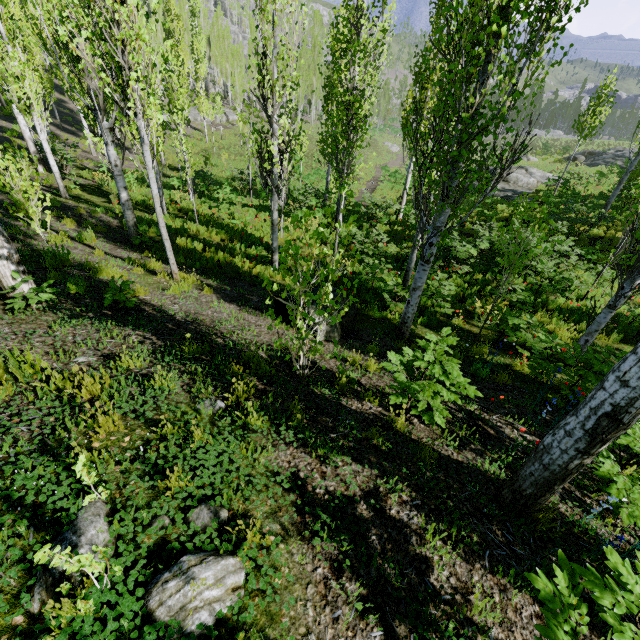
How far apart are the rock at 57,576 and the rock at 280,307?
4.0 meters

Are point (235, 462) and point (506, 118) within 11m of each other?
yes

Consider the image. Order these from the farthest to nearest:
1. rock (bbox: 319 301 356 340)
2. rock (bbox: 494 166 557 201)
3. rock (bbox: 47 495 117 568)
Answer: rock (bbox: 494 166 557 201) < rock (bbox: 319 301 356 340) < rock (bbox: 47 495 117 568)

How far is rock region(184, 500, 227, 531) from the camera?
2.3m

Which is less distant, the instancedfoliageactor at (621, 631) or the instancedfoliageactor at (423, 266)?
the instancedfoliageactor at (621, 631)

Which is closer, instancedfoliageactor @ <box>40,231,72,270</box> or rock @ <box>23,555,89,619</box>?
rock @ <box>23,555,89,619</box>

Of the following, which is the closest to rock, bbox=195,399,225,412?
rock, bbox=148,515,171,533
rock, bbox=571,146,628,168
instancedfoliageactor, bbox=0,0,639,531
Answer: instancedfoliageactor, bbox=0,0,639,531

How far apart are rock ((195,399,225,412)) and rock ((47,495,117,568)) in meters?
1.2
